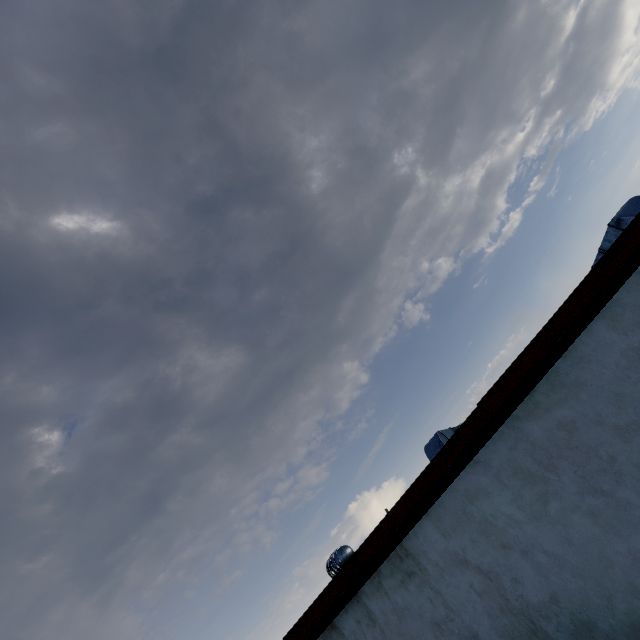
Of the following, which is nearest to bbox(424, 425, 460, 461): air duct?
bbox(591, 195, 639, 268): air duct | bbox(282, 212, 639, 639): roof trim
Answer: bbox(282, 212, 639, 639): roof trim

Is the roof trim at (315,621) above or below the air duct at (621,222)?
below

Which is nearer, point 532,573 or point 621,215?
point 532,573

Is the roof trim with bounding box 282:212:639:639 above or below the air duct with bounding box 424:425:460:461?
below

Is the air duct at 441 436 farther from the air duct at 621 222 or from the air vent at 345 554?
the air duct at 621 222

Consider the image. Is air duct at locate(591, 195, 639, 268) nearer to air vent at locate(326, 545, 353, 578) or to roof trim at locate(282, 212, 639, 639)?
roof trim at locate(282, 212, 639, 639)

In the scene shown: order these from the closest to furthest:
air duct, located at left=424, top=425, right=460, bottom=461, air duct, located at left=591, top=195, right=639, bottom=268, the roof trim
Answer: the roof trim
air duct, located at left=591, top=195, right=639, bottom=268
air duct, located at left=424, top=425, right=460, bottom=461
